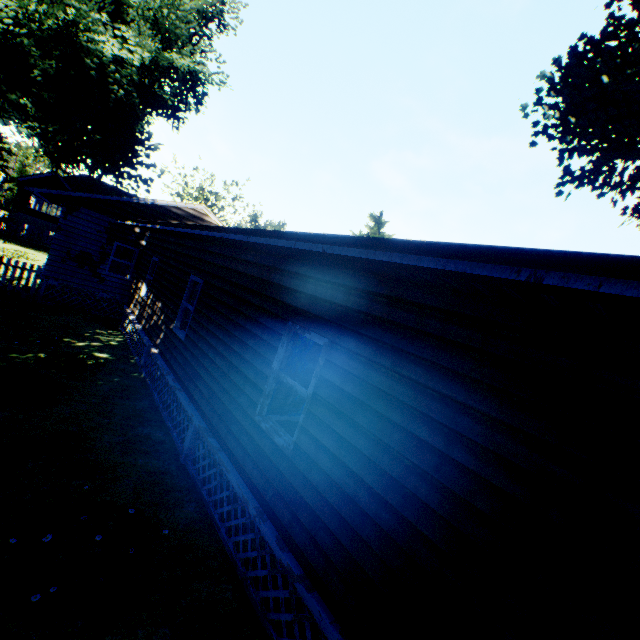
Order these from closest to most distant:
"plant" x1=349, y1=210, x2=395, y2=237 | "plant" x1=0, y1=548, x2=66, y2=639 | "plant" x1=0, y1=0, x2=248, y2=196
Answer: "plant" x1=0, y1=548, x2=66, y2=639 → "plant" x1=0, y1=0, x2=248, y2=196 → "plant" x1=349, y1=210, x2=395, y2=237

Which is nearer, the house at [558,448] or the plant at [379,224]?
the house at [558,448]

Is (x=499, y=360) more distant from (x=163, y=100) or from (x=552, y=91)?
(x=163, y=100)

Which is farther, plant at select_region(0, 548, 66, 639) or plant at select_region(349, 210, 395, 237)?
plant at select_region(349, 210, 395, 237)

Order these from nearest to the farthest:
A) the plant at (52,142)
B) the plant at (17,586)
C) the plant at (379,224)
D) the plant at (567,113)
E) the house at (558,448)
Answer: the house at (558,448) → the plant at (17,586) → the plant at (567,113) → the plant at (52,142) → the plant at (379,224)

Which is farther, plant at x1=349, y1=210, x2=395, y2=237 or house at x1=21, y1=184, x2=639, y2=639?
plant at x1=349, y1=210, x2=395, y2=237
